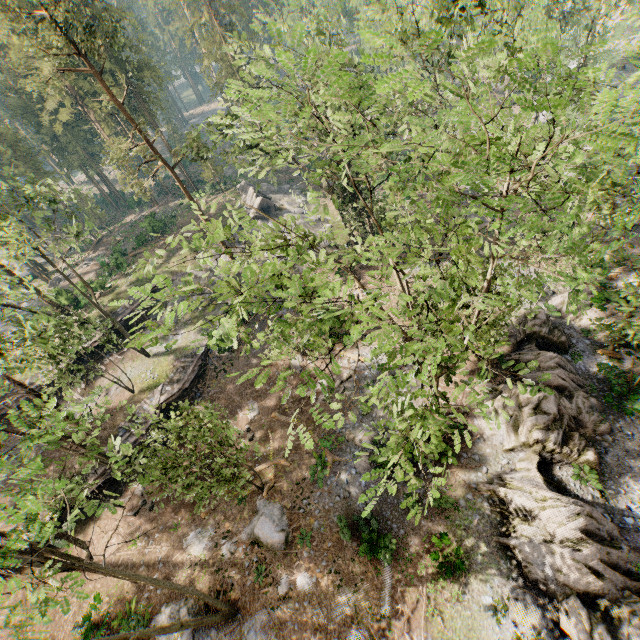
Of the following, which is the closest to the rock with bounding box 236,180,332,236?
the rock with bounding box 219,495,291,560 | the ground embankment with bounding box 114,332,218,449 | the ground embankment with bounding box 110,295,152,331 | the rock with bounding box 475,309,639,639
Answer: the ground embankment with bounding box 110,295,152,331

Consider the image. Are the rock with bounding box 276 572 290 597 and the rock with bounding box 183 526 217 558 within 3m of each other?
no

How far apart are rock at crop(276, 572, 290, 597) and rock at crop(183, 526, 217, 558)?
4.7 meters

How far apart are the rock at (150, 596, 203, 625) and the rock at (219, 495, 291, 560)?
1.67m

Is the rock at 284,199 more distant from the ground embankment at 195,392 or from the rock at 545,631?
the rock at 545,631

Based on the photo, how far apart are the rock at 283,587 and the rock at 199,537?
4.7 meters

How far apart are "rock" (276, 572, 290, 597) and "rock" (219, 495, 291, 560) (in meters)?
0.59

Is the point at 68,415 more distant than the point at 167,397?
No
